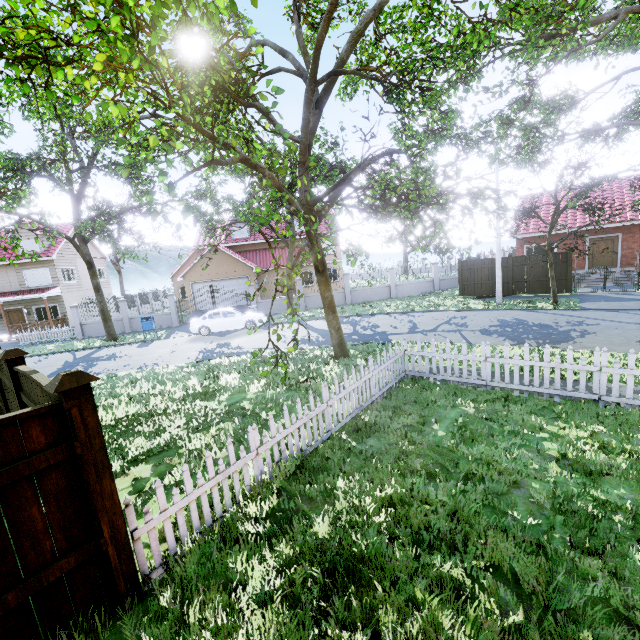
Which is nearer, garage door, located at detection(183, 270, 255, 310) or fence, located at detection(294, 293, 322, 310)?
fence, located at detection(294, 293, 322, 310)

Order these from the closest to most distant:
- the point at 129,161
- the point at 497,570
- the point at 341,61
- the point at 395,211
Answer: the point at 497,570 < the point at 129,161 < the point at 395,211 < the point at 341,61

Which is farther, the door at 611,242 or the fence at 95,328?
the fence at 95,328

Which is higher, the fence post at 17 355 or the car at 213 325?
the fence post at 17 355

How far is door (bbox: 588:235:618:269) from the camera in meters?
21.0 m

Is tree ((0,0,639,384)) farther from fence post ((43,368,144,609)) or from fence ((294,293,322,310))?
fence post ((43,368,144,609))

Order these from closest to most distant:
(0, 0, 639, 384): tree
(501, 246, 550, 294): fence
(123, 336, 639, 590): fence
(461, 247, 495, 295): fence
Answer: (123, 336, 639, 590): fence → (0, 0, 639, 384): tree → (501, 246, 550, 294): fence → (461, 247, 495, 295): fence

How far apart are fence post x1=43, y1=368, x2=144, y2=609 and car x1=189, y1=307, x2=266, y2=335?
16.3 meters
